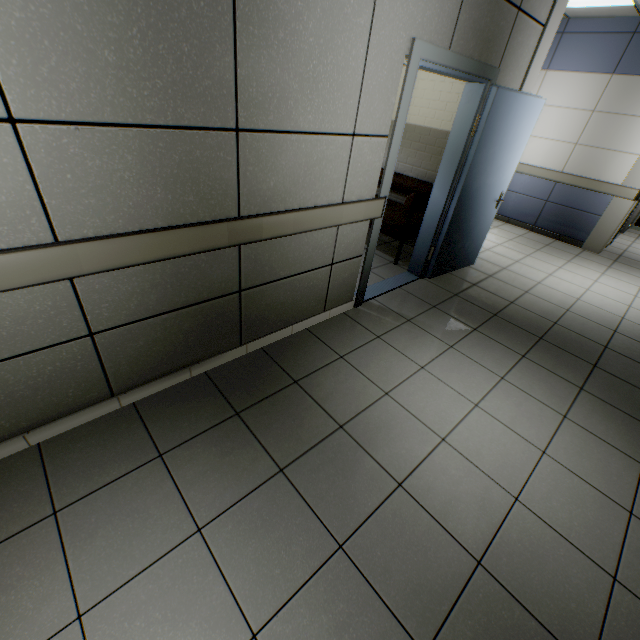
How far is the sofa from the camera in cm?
395

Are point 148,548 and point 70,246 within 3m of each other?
yes

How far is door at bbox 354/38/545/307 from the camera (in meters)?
2.50

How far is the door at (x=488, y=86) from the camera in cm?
250

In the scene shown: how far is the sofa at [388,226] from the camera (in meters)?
3.95

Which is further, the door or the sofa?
the sofa
